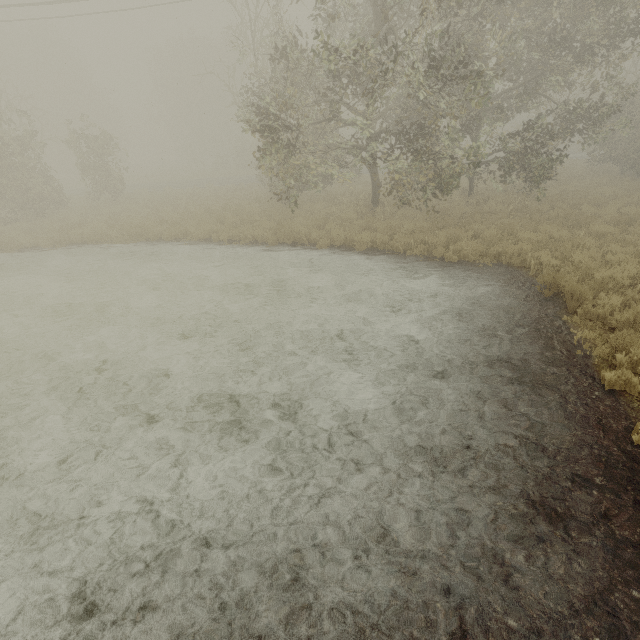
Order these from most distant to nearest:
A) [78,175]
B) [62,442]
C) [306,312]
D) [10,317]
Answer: [78,175], [10,317], [306,312], [62,442]
